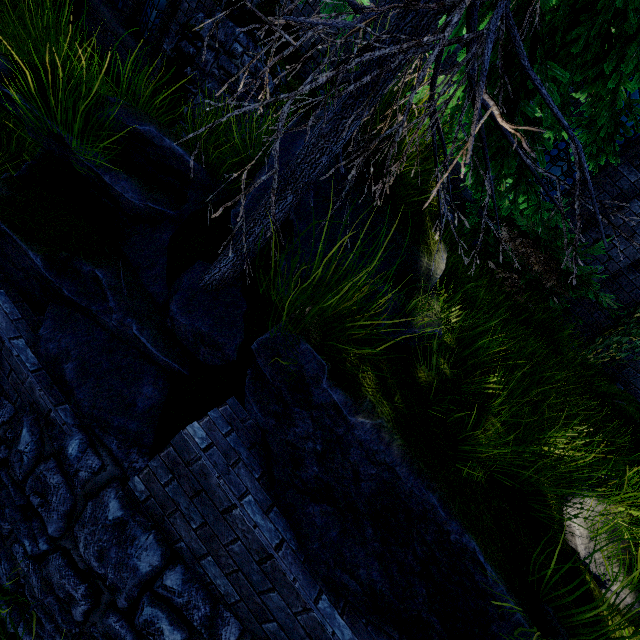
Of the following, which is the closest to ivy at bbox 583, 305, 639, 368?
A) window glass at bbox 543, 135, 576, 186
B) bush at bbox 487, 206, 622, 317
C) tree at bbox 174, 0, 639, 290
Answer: bush at bbox 487, 206, 622, 317

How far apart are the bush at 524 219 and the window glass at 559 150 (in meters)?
1.57

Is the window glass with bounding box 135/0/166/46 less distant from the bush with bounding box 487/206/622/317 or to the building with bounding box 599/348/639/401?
the building with bounding box 599/348/639/401

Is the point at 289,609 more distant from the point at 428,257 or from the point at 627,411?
the point at 627,411

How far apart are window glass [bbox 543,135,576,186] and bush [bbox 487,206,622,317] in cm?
157

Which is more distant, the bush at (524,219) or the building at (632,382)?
the building at (632,382)

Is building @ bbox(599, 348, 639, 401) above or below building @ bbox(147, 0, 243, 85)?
above

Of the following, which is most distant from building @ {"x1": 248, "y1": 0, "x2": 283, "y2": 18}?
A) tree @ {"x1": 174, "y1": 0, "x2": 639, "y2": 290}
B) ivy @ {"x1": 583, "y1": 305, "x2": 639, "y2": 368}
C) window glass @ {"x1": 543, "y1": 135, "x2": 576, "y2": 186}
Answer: tree @ {"x1": 174, "y1": 0, "x2": 639, "y2": 290}
